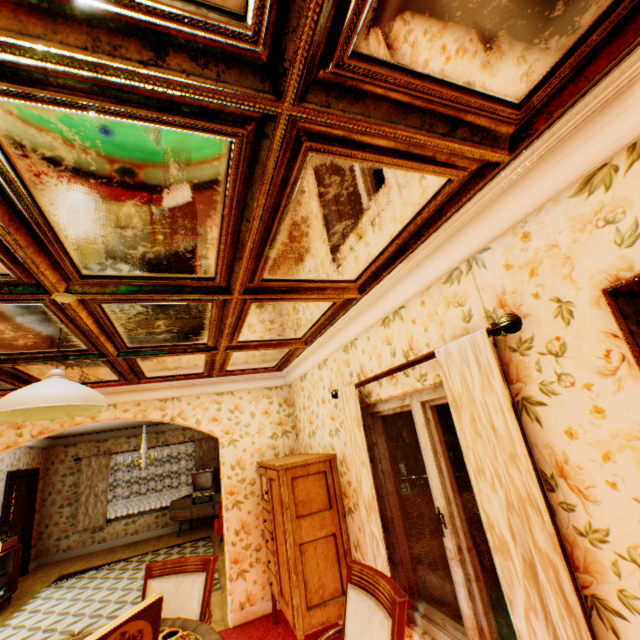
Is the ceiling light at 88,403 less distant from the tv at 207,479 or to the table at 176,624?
the table at 176,624

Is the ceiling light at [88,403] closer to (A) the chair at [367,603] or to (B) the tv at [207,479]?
(A) the chair at [367,603]

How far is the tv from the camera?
9.13m

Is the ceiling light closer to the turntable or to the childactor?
the turntable

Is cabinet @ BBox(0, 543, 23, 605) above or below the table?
below

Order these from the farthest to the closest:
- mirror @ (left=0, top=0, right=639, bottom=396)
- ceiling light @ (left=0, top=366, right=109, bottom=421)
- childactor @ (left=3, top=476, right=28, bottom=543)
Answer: childactor @ (left=3, top=476, right=28, bottom=543) → ceiling light @ (left=0, top=366, right=109, bottom=421) → mirror @ (left=0, top=0, right=639, bottom=396)

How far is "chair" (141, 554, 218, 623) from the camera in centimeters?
266cm

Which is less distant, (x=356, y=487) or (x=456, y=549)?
(x=456, y=549)
